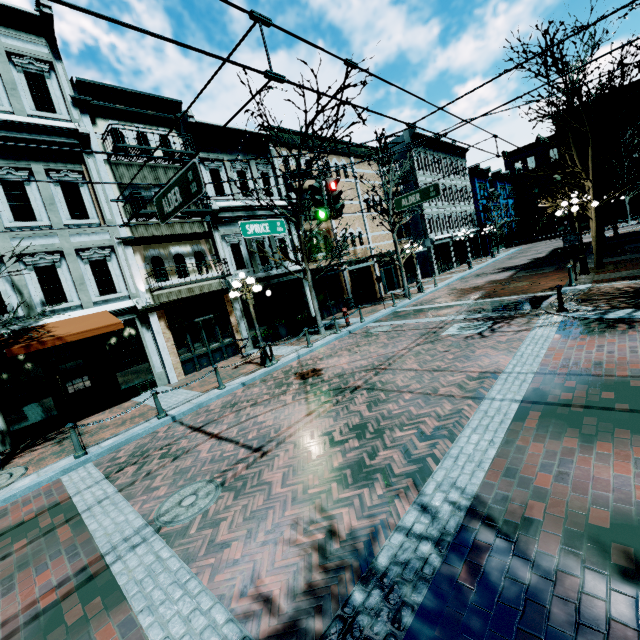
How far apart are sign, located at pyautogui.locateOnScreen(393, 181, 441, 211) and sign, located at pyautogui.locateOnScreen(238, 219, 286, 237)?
4.24m

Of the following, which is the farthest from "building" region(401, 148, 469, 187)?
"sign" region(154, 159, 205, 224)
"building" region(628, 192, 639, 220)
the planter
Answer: "sign" region(154, 159, 205, 224)

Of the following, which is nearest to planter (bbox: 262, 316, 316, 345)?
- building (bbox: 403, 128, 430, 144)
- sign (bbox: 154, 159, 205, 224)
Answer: sign (bbox: 154, 159, 205, 224)

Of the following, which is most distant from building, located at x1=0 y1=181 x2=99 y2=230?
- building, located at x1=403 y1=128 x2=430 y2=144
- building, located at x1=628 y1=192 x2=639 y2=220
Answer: building, located at x1=628 y1=192 x2=639 y2=220

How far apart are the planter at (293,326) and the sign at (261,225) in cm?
729

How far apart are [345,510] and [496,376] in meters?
4.6 m

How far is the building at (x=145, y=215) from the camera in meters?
12.6 m

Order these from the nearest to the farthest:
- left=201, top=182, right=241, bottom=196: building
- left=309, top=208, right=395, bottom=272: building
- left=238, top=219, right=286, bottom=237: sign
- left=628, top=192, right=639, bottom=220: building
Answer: left=238, top=219, right=286, bottom=237: sign → left=201, top=182, right=241, bottom=196: building → left=309, top=208, right=395, bottom=272: building → left=628, top=192, right=639, bottom=220: building
